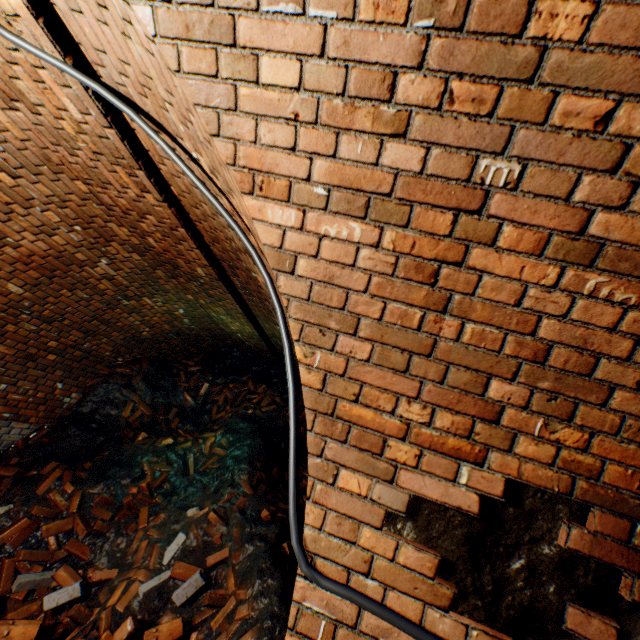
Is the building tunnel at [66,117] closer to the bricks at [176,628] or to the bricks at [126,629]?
the bricks at [176,628]

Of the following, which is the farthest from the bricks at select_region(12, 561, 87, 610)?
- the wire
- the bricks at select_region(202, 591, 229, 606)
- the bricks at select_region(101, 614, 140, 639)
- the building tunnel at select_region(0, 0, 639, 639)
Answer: the wire

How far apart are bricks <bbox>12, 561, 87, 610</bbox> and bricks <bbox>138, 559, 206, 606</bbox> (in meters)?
0.48

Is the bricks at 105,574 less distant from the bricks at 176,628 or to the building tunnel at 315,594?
the bricks at 176,628

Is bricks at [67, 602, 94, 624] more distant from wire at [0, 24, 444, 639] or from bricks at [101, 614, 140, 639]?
wire at [0, 24, 444, 639]

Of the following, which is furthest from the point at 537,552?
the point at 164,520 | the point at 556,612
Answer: the point at 164,520

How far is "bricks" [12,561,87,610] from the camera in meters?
3.1

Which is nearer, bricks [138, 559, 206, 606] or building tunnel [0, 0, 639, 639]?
building tunnel [0, 0, 639, 639]
